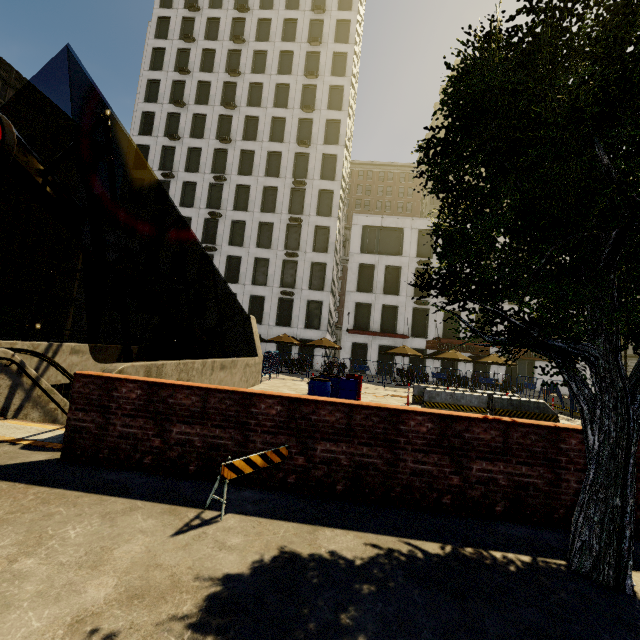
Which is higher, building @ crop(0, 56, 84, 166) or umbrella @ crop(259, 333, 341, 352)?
building @ crop(0, 56, 84, 166)

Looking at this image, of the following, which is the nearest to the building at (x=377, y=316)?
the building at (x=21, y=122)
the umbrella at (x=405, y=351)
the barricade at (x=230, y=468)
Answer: the umbrella at (x=405, y=351)

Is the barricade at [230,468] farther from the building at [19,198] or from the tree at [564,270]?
the building at [19,198]

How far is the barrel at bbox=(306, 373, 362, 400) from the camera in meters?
10.7

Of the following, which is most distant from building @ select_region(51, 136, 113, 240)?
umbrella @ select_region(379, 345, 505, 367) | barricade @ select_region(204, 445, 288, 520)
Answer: barricade @ select_region(204, 445, 288, 520)

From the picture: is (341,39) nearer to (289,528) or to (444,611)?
(289,528)

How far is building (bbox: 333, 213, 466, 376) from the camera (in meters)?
31.36

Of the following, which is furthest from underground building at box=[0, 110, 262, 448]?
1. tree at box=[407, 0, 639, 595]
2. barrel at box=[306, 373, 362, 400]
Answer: barrel at box=[306, 373, 362, 400]
